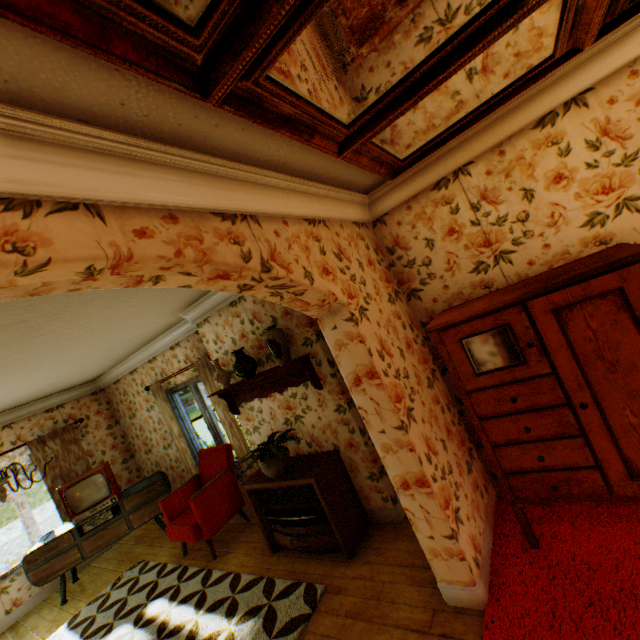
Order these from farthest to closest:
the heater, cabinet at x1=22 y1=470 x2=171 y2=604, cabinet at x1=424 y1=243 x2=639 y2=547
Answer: cabinet at x1=22 y1=470 x2=171 y2=604, the heater, cabinet at x1=424 y1=243 x2=639 y2=547

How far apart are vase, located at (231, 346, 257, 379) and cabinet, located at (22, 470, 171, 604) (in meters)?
3.41

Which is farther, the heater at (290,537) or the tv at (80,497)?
the tv at (80,497)

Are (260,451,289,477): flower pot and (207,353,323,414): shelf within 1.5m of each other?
yes

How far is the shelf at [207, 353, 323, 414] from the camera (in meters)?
3.45

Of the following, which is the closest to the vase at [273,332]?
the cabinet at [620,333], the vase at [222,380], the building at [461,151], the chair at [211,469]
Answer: the building at [461,151]

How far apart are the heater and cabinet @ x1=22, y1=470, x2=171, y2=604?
2.7 meters

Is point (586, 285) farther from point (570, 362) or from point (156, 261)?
point (156, 261)
